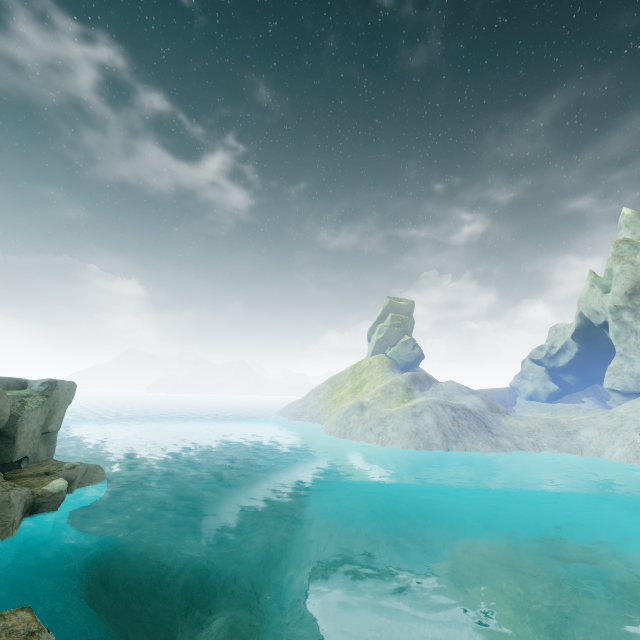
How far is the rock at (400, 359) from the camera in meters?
59.0 m

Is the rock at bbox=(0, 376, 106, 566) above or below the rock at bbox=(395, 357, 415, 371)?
below

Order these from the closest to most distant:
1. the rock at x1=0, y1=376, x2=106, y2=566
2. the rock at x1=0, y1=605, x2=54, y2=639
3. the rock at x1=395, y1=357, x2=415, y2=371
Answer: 1. the rock at x1=0, y1=605, x2=54, y2=639
2. the rock at x1=0, y1=376, x2=106, y2=566
3. the rock at x1=395, y1=357, x2=415, y2=371

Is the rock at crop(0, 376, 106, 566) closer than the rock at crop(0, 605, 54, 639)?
No

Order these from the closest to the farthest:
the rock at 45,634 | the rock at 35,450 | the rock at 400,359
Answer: the rock at 45,634
the rock at 35,450
the rock at 400,359

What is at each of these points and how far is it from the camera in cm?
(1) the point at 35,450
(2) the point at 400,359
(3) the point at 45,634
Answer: (1) rock, 1706
(2) rock, 5972
(3) rock, 588

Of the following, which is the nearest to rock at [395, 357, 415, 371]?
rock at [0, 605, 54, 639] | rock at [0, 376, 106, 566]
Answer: rock at [0, 376, 106, 566]

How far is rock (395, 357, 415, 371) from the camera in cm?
5903
